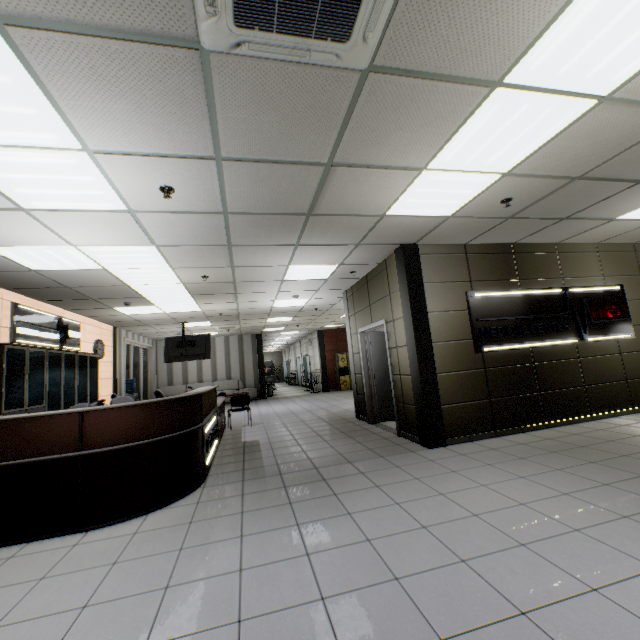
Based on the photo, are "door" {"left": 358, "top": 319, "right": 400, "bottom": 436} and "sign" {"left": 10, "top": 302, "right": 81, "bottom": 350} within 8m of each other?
yes

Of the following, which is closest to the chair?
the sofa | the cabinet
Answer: the cabinet

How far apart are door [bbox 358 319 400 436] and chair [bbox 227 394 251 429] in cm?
309

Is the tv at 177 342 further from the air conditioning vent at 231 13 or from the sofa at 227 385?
the air conditioning vent at 231 13

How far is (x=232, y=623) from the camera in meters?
1.9

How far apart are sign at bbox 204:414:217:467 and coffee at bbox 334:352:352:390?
10.4m

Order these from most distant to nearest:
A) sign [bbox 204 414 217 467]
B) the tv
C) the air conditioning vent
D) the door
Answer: the tv, the door, sign [bbox 204 414 217 467], the air conditioning vent

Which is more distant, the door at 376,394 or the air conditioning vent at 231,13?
the door at 376,394
